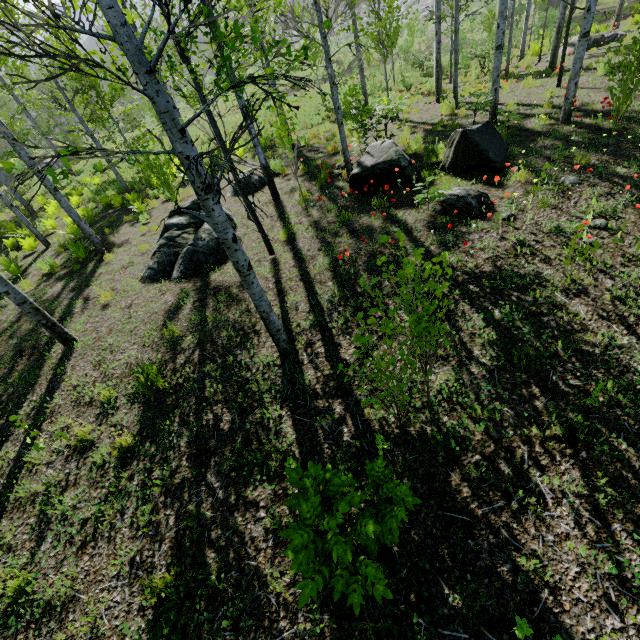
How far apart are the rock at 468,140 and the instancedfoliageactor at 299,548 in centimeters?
708cm

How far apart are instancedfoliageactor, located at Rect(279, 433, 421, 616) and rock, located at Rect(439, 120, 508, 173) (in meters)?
7.08

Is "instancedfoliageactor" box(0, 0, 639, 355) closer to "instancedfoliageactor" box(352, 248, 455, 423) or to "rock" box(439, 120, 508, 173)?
"rock" box(439, 120, 508, 173)

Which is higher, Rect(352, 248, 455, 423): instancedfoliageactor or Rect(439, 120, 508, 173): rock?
Rect(352, 248, 455, 423): instancedfoliageactor

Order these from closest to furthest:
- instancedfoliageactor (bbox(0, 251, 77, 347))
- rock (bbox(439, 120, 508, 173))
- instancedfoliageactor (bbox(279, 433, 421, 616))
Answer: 1. instancedfoliageactor (bbox(279, 433, 421, 616))
2. instancedfoliageactor (bbox(0, 251, 77, 347))
3. rock (bbox(439, 120, 508, 173))

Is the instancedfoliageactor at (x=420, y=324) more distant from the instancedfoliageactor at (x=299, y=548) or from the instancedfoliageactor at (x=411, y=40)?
the instancedfoliageactor at (x=411, y=40)

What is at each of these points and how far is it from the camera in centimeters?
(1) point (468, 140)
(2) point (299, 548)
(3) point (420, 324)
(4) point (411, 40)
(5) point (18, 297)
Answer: (1) rock, 687cm
(2) instancedfoliageactor, 202cm
(3) instancedfoliageactor, 274cm
(4) instancedfoliageactor, 3569cm
(5) instancedfoliageactor, 555cm

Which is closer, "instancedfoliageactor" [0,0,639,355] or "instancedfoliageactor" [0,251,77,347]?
"instancedfoliageactor" [0,0,639,355]
